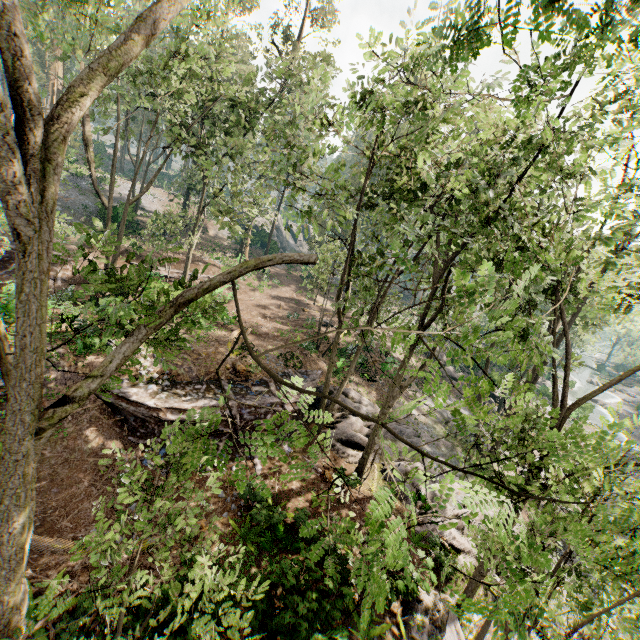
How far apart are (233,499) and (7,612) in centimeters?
914cm

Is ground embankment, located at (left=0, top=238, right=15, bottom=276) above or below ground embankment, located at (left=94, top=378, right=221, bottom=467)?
above

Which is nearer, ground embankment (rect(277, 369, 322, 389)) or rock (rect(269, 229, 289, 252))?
ground embankment (rect(277, 369, 322, 389))

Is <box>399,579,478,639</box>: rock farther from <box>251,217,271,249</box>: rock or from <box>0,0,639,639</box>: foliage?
<box>251,217,271,249</box>: rock

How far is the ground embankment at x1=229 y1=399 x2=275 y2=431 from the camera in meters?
15.3 m

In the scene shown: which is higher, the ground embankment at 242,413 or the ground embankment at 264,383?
the ground embankment at 264,383

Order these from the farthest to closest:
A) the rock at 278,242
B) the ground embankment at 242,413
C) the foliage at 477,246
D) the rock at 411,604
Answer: the rock at 278,242 → the ground embankment at 242,413 → the rock at 411,604 → the foliage at 477,246

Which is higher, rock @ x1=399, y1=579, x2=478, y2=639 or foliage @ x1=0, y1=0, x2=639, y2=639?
foliage @ x1=0, y1=0, x2=639, y2=639
